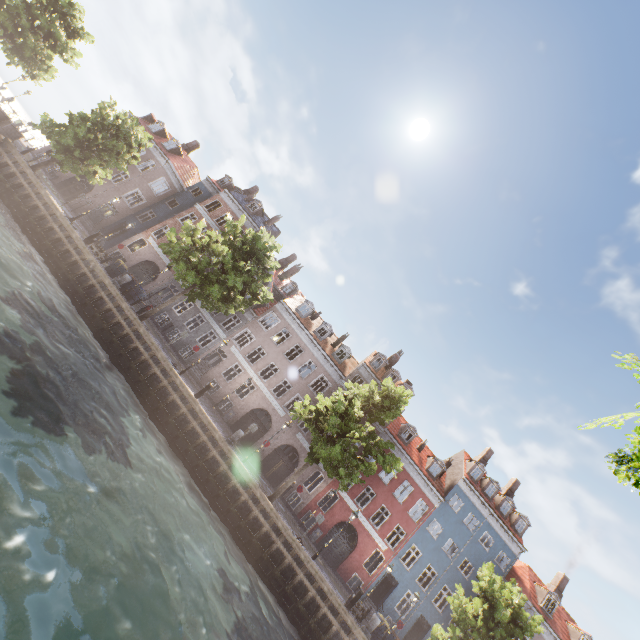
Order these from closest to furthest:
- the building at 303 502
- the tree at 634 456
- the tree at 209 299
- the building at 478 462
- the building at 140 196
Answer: the tree at 634 456 < the tree at 209 299 < the building at 478 462 < the building at 303 502 < the building at 140 196

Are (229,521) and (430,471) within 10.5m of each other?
no

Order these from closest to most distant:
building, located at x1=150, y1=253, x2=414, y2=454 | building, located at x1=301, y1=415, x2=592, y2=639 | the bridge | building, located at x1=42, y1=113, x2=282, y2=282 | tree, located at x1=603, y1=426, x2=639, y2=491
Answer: tree, located at x1=603, y1=426, x2=639, y2=491
the bridge
building, located at x1=301, y1=415, x2=592, y2=639
building, located at x1=150, y1=253, x2=414, y2=454
building, located at x1=42, y1=113, x2=282, y2=282

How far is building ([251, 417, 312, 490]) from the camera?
27.62m

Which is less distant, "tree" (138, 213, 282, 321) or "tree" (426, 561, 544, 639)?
"tree" (426, 561, 544, 639)

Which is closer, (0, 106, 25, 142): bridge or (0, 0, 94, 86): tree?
(0, 106, 25, 142): bridge

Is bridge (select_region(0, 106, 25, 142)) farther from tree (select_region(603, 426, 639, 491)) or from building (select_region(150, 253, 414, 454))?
building (select_region(150, 253, 414, 454))

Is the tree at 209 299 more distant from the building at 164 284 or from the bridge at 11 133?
the building at 164 284
